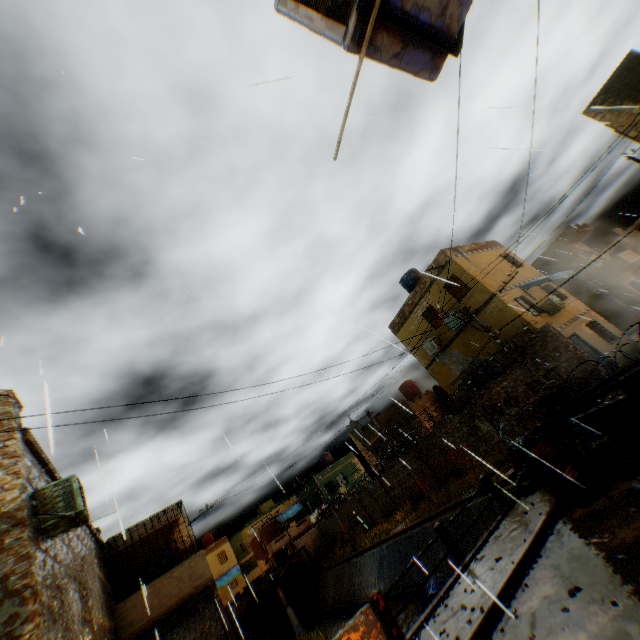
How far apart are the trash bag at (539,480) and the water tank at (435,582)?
7.88m

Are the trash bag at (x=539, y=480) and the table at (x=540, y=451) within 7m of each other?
yes

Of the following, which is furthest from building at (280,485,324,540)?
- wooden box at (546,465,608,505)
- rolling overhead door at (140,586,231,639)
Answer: wooden box at (546,465,608,505)

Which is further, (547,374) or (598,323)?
(598,323)

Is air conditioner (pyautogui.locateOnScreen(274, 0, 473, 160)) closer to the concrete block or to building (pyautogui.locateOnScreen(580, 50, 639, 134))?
building (pyautogui.locateOnScreen(580, 50, 639, 134))

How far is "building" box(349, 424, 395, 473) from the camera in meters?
31.6

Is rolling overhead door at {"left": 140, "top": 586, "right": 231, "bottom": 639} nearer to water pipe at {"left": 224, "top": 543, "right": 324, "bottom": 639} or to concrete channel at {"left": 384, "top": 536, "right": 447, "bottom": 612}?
concrete channel at {"left": 384, "top": 536, "right": 447, "bottom": 612}

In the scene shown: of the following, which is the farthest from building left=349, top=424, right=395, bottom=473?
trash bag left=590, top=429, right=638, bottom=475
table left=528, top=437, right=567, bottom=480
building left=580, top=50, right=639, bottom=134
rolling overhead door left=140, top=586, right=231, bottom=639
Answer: trash bag left=590, top=429, right=638, bottom=475
